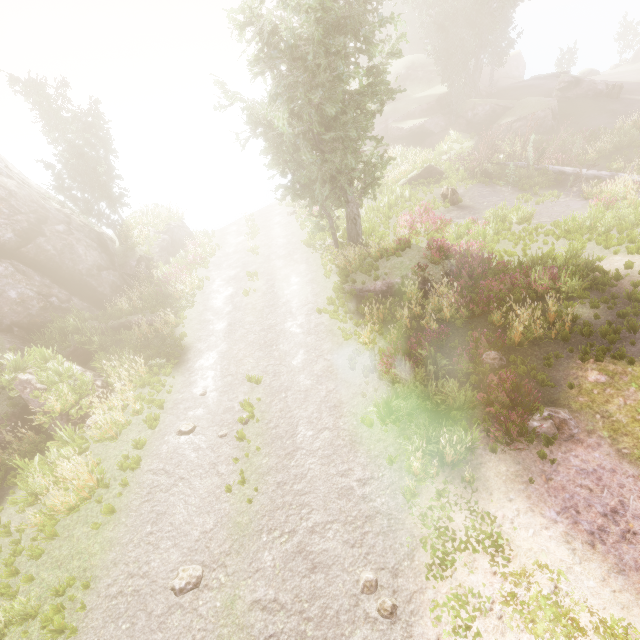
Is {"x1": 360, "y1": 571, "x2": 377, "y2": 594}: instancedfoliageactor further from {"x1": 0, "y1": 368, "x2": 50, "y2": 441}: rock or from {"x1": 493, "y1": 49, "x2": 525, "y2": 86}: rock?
{"x1": 493, "y1": 49, "x2": 525, "y2": 86}: rock

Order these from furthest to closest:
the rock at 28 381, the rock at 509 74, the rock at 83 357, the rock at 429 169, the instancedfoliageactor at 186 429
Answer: the rock at 509 74, the rock at 429 169, the rock at 83 357, the rock at 28 381, the instancedfoliageactor at 186 429

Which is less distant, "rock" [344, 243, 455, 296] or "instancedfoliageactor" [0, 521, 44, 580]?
"instancedfoliageactor" [0, 521, 44, 580]

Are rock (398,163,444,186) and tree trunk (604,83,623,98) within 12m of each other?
no

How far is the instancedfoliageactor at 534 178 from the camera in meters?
20.2

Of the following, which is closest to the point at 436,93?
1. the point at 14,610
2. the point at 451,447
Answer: the point at 451,447

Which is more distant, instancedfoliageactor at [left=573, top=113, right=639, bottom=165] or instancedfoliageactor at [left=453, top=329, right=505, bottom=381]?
instancedfoliageactor at [left=573, top=113, right=639, bottom=165]

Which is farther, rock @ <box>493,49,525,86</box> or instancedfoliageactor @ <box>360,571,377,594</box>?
rock @ <box>493,49,525,86</box>
